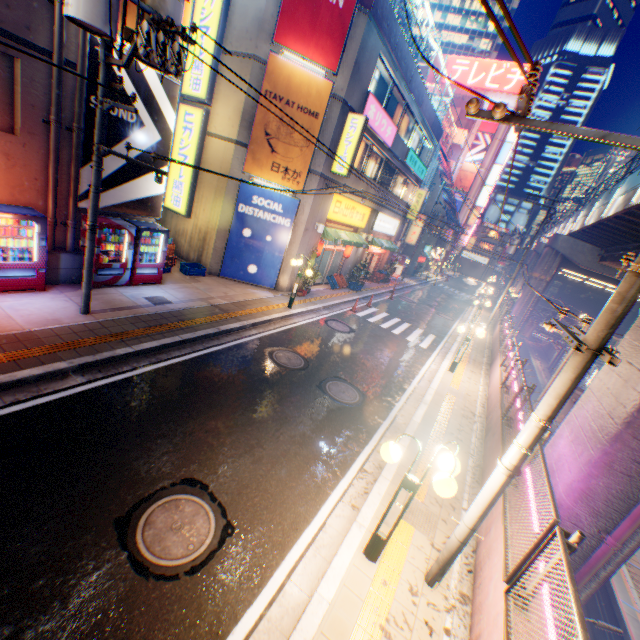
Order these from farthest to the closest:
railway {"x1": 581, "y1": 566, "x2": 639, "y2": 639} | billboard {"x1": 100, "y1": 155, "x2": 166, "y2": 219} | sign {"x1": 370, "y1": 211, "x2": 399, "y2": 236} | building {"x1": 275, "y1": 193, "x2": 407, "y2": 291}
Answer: sign {"x1": 370, "y1": 211, "x2": 399, "y2": 236} → building {"x1": 275, "y1": 193, "x2": 407, "y2": 291} → railway {"x1": 581, "y1": 566, "x2": 639, "y2": 639} → billboard {"x1": 100, "y1": 155, "x2": 166, "y2": 219}

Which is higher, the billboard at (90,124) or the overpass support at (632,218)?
the overpass support at (632,218)

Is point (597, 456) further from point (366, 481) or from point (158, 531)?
point (158, 531)

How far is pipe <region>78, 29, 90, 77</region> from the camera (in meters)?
7.75

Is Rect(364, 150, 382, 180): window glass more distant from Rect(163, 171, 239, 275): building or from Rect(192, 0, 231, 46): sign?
Rect(192, 0, 231, 46): sign

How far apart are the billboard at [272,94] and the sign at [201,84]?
2.18m

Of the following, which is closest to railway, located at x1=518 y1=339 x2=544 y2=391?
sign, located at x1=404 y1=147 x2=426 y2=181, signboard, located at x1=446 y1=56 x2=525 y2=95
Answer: sign, located at x1=404 y1=147 x2=426 y2=181

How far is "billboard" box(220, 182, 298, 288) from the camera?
14.0 meters
